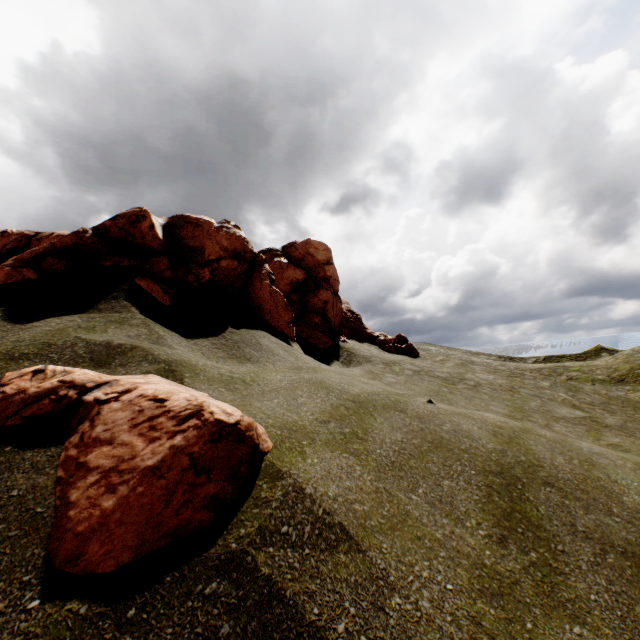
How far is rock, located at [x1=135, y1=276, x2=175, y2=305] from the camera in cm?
1109

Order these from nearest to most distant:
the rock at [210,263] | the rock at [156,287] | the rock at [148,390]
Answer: the rock at [148,390] → the rock at [156,287] → the rock at [210,263]

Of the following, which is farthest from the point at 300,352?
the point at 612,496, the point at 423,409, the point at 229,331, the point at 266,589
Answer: the point at 266,589

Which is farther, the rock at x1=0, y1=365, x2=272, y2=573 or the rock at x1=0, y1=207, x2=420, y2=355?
the rock at x1=0, y1=207, x2=420, y2=355

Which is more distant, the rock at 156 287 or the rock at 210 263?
the rock at 210 263

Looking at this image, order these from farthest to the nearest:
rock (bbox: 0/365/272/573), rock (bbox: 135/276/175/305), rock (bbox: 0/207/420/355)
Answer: rock (bbox: 0/207/420/355), rock (bbox: 135/276/175/305), rock (bbox: 0/365/272/573)
